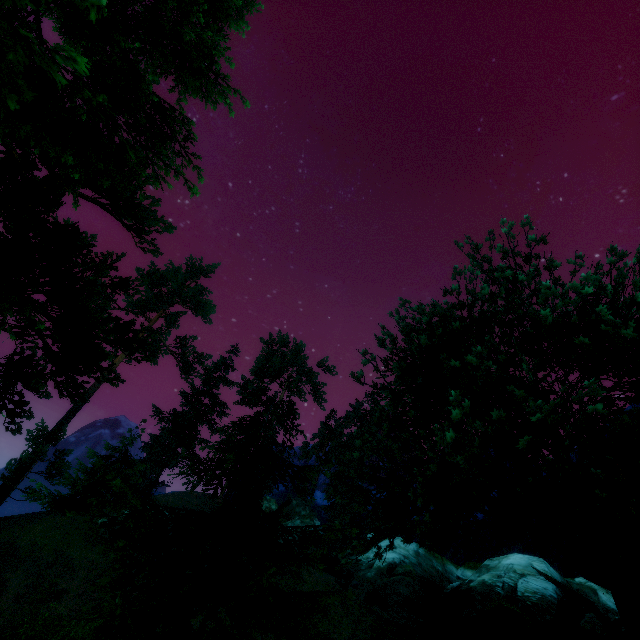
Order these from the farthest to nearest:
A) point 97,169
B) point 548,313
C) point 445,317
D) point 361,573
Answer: point 361,573
point 445,317
point 97,169
point 548,313

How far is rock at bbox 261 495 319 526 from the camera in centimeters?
2634cm

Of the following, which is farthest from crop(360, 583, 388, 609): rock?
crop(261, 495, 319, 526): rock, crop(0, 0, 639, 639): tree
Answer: crop(261, 495, 319, 526): rock

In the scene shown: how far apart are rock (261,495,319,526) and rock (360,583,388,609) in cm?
1408

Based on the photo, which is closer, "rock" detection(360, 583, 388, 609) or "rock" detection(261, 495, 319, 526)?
"rock" detection(360, 583, 388, 609)

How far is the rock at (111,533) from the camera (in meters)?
21.42

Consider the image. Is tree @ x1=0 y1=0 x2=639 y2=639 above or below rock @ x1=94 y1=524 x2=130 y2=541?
above

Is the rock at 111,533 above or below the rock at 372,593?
below
